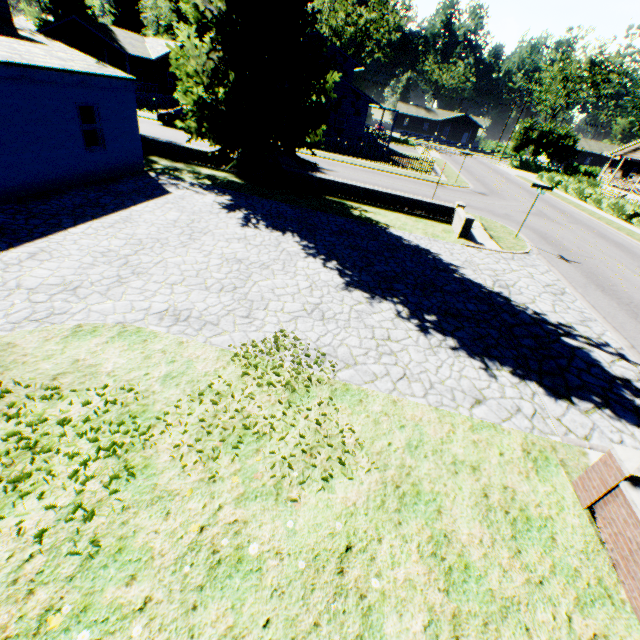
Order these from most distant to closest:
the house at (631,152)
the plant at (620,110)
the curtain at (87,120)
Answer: the house at (631,152) → the plant at (620,110) → the curtain at (87,120)

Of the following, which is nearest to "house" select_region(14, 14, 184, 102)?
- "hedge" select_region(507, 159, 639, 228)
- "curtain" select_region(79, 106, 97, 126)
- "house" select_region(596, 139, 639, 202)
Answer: "hedge" select_region(507, 159, 639, 228)

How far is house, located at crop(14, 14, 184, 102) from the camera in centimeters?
3381cm

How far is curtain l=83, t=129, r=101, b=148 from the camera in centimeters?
1199cm

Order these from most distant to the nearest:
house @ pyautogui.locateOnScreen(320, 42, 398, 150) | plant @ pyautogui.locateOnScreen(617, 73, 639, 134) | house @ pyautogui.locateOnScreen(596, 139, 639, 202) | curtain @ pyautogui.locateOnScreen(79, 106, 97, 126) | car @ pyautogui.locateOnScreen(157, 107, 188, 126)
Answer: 1. house @ pyautogui.locateOnScreen(596, 139, 639, 202)
2. house @ pyautogui.locateOnScreen(320, 42, 398, 150)
3. plant @ pyautogui.locateOnScreen(617, 73, 639, 134)
4. car @ pyautogui.locateOnScreen(157, 107, 188, 126)
5. curtain @ pyautogui.locateOnScreen(79, 106, 97, 126)

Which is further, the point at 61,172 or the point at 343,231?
the point at 343,231

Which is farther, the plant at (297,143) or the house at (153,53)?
the house at (153,53)
